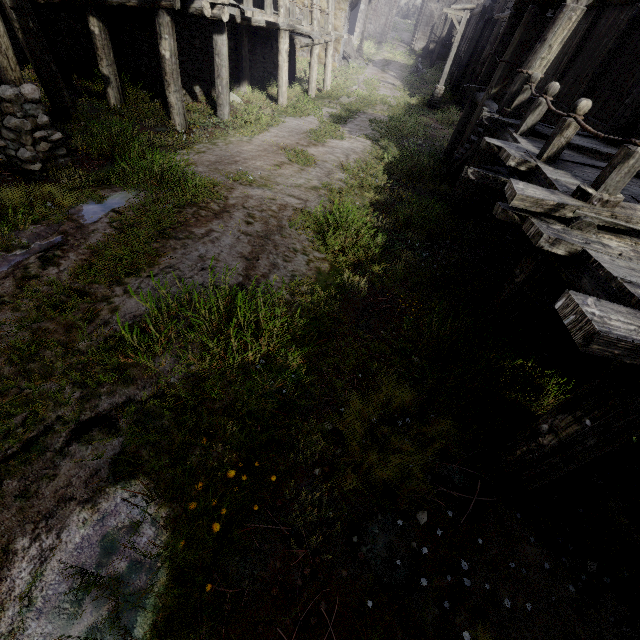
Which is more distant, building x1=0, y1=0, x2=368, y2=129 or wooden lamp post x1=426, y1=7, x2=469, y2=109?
wooden lamp post x1=426, y1=7, x2=469, y2=109

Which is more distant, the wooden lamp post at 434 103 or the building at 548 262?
the wooden lamp post at 434 103

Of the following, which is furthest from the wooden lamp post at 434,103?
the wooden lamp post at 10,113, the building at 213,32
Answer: the wooden lamp post at 10,113

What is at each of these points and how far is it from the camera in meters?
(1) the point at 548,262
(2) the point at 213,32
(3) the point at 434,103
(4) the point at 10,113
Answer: (1) building, 3.8
(2) building, 9.4
(3) wooden lamp post, 21.2
(4) wooden lamp post, 5.1

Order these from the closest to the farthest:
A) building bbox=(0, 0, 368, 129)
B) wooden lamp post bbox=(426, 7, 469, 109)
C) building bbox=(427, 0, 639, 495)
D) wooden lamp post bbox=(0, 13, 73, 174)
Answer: building bbox=(427, 0, 639, 495)
wooden lamp post bbox=(0, 13, 73, 174)
building bbox=(0, 0, 368, 129)
wooden lamp post bbox=(426, 7, 469, 109)

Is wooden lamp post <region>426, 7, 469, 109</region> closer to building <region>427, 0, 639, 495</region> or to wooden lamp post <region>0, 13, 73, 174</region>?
building <region>427, 0, 639, 495</region>

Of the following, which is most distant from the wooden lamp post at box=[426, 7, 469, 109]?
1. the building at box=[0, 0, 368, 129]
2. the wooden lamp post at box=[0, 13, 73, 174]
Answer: the wooden lamp post at box=[0, 13, 73, 174]
